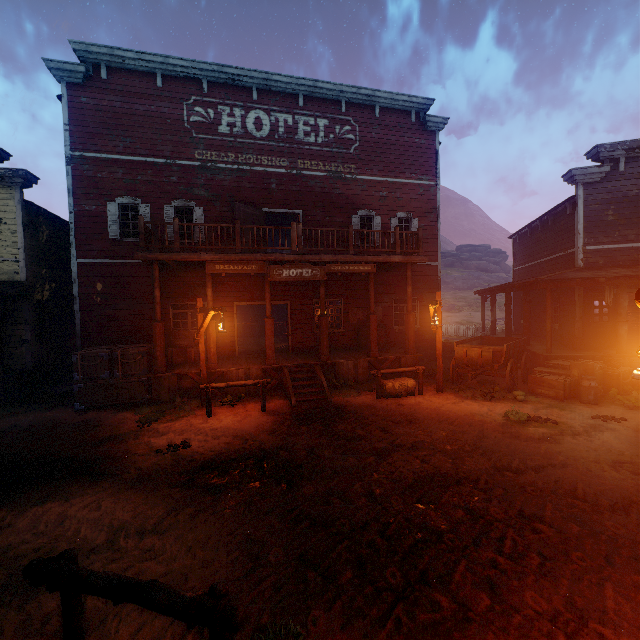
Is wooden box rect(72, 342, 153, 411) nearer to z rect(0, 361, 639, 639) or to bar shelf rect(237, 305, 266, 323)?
z rect(0, 361, 639, 639)

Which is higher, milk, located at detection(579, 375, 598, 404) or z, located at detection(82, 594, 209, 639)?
milk, located at detection(579, 375, 598, 404)

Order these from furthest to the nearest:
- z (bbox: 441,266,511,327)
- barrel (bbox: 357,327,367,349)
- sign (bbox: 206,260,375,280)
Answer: z (bbox: 441,266,511,327)
barrel (bbox: 357,327,367,349)
sign (bbox: 206,260,375,280)

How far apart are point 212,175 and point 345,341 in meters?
9.2

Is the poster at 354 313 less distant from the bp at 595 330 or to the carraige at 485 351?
the carraige at 485 351

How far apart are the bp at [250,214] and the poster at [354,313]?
4.3 meters

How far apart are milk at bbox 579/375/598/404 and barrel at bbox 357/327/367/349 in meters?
6.8 m

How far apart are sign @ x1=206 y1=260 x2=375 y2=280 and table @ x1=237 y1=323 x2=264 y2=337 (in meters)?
12.30
